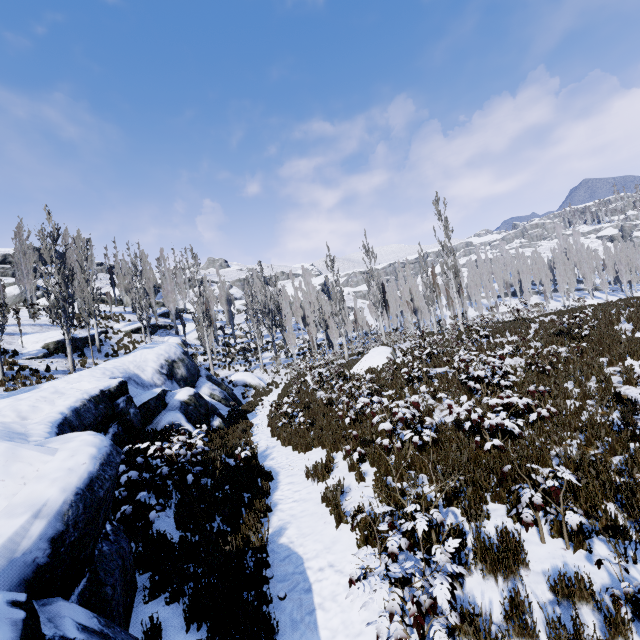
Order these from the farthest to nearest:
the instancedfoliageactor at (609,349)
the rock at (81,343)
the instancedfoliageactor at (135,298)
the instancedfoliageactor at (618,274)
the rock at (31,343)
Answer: the instancedfoliageactor at (618,274), the instancedfoliageactor at (135,298), the rock at (81,343), the rock at (31,343), the instancedfoliageactor at (609,349)

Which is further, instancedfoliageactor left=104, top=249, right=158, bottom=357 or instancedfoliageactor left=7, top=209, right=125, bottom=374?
instancedfoliageactor left=104, top=249, right=158, bottom=357

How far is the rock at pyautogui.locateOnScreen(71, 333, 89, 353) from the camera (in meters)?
23.37

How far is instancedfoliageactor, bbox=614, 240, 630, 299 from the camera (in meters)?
58.16

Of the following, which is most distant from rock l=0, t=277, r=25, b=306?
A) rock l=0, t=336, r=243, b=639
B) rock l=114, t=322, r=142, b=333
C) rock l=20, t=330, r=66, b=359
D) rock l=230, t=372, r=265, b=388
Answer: rock l=230, t=372, r=265, b=388

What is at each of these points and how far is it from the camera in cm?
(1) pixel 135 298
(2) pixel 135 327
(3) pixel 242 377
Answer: (1) instancedfoliageactor, 2869
(2) rock, 3284
(3) rock, 2680

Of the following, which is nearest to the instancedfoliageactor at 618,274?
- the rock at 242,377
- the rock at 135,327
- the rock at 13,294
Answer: the rock at 135,327
